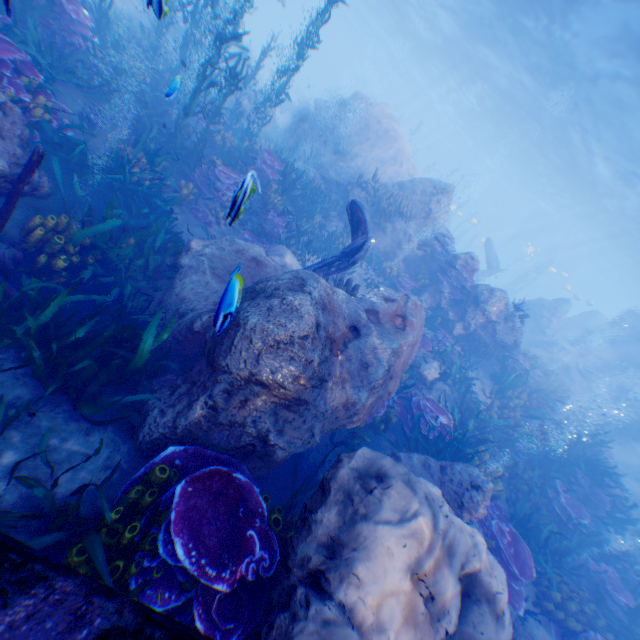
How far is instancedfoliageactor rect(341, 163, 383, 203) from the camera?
13.31m

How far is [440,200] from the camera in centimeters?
1389cm

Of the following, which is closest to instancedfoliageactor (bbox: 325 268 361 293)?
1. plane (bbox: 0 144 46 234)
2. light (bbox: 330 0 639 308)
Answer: plane (bbox: 0 144 46 234)

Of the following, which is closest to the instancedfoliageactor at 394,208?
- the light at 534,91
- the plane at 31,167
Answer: the plane at 31,167

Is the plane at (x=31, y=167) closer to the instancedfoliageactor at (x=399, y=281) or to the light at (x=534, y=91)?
the instancedfoliageactor at (x=399, y=281)

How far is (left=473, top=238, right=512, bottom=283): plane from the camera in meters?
22.7 m

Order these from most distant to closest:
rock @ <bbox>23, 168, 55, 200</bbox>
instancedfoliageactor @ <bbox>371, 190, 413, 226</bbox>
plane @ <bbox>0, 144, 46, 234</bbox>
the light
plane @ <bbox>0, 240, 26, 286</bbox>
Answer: the light, instancedfoliageactor @ <bbox>371, 190, 413, 226</bbox>, rock @ <bbox>23, 168, 55, 200</bbox>, plane @ <bbox>0, 240, 26, 286</bbox>, plane @ <bbox>0, 144, 46, 234</bbox>
